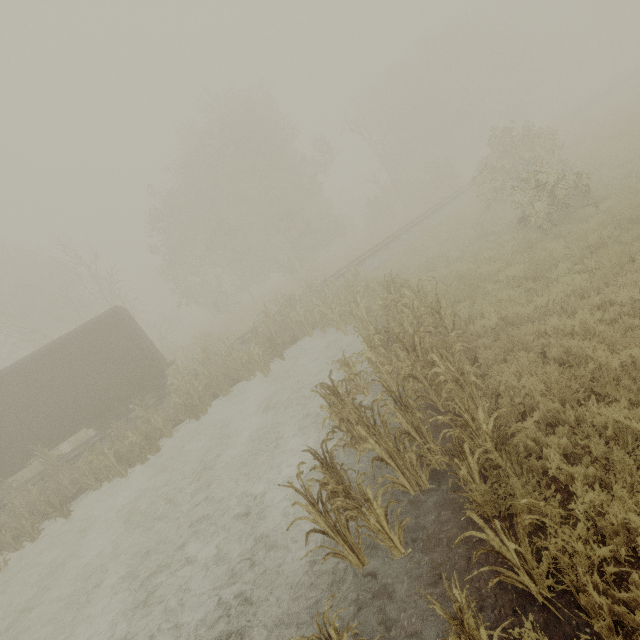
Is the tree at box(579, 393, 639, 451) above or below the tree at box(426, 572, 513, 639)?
below

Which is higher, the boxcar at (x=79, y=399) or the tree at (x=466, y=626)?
the boxcar at (x=79, y=399)

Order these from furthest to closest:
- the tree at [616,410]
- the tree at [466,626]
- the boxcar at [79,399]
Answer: the boxcar at [79,399] → the tree at [616,410] → the tree at [466,626]

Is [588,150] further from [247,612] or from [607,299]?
[247,612]

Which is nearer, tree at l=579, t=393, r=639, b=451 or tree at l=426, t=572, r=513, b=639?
tree at l=426, t=572, r=513, b=639

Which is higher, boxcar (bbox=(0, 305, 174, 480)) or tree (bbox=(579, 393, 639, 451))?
boxcar (bbox=(0, 305, 174, 480))

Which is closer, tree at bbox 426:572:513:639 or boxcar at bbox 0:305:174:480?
tree at bbox 426:572:513:639

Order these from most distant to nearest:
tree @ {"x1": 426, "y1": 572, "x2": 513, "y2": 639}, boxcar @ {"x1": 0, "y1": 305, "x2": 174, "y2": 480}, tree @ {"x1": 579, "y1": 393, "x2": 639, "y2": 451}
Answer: boxcar @ {"x1": 0, "y1": 305, "x2": 174, "y2": 480} < tree @ {"x1": 579, "y1": 393, "x2": 639, "y2": 451} < tree @ {"x1": 426, "y1": 572, "x2": 513, "y2": 639}
